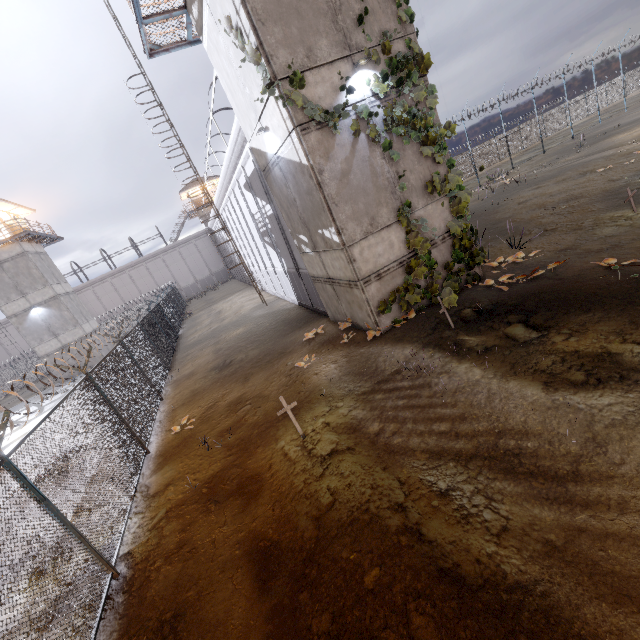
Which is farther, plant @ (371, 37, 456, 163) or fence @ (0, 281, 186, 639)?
plant @ (371, 37, 456, 163)

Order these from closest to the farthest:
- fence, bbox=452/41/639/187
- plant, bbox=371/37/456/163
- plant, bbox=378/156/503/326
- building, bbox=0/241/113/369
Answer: plant, bbox=371/37/456/163 < plant, bbox=378/156/503/326 < building, bbox=0/241/113/369 < fence, bbox=452/41/639/187

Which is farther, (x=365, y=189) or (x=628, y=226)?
(x=628, y=226)

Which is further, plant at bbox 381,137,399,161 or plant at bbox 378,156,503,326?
plant at bbox 378,156,503,326

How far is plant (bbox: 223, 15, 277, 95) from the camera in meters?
7.0

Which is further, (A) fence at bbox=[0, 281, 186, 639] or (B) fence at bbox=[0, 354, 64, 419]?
(B) fence at bbox=[0, 354, 64, 419]

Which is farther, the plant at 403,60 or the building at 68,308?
the building at 68,308

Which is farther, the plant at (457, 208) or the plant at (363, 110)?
the plant at (457, 208)
